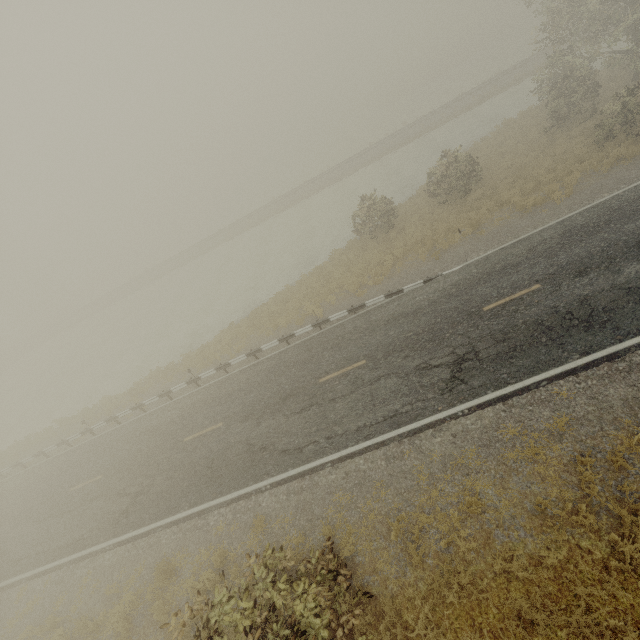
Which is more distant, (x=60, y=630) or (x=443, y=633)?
(x=60, y=630)
